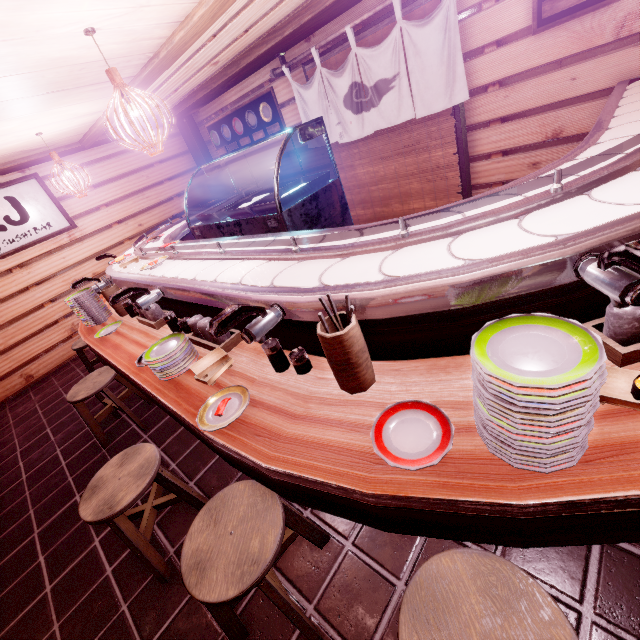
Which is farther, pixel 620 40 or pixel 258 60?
pixel 258 60

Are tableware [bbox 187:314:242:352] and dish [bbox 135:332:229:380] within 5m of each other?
yes

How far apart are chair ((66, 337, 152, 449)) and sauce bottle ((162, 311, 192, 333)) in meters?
2.1

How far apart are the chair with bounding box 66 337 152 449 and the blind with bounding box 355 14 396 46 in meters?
7.8 m

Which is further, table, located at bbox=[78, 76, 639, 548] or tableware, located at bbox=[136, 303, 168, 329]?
tableware, located at bbox=[136, 303, 168, 329]

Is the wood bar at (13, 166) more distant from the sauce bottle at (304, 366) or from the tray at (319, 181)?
the sauce bottle at (304, 366)

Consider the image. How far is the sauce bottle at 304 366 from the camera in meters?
2.8 m

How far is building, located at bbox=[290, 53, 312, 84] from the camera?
7.74m
